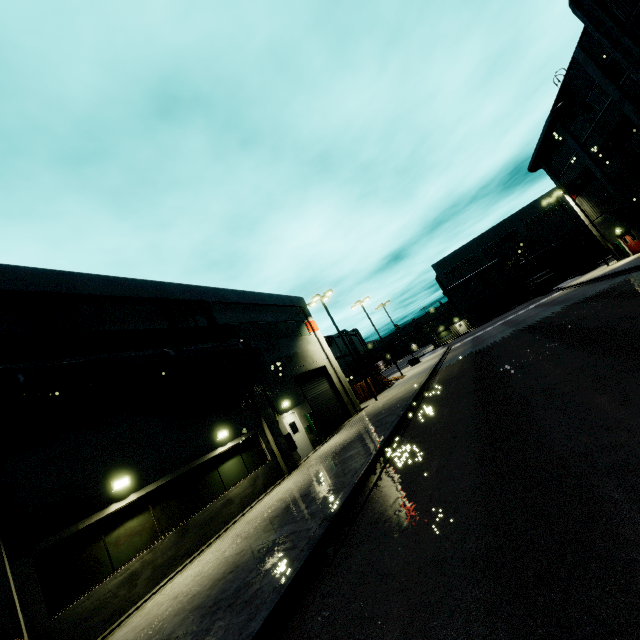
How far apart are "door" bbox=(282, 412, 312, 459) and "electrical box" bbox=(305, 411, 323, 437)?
0.8m

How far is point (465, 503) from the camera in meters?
5.5 m

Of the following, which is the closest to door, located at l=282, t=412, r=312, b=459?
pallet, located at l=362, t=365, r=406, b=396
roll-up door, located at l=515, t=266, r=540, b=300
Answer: roll-up door, located at l=515, t=266, r=540, b=300

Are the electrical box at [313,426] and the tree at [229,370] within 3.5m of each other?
no

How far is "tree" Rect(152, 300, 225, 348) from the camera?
14.8 meters

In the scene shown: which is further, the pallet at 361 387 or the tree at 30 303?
the pallet at 361 387

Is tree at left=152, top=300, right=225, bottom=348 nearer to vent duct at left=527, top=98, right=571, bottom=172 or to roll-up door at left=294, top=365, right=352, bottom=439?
roll-up door at left=294, top=365, right=352, bottom=439

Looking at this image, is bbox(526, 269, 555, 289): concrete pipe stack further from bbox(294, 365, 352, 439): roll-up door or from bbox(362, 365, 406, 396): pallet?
bbox(362, 365, 406, 396): pallet
